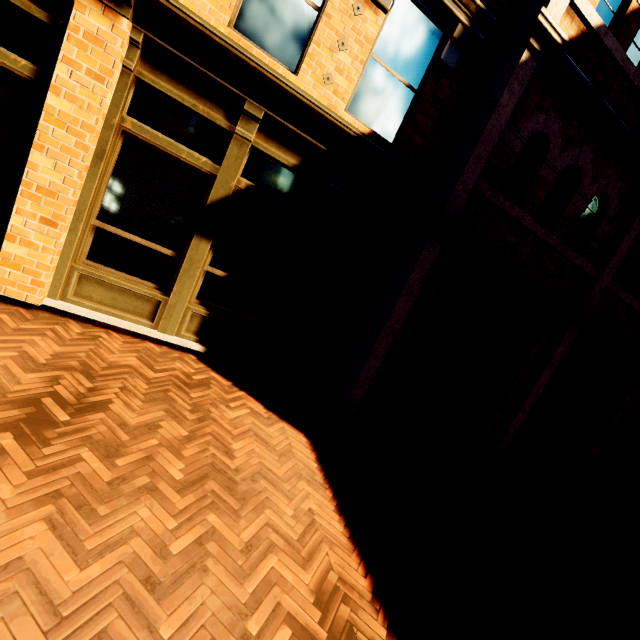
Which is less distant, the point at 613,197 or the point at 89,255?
the point at 89,255
